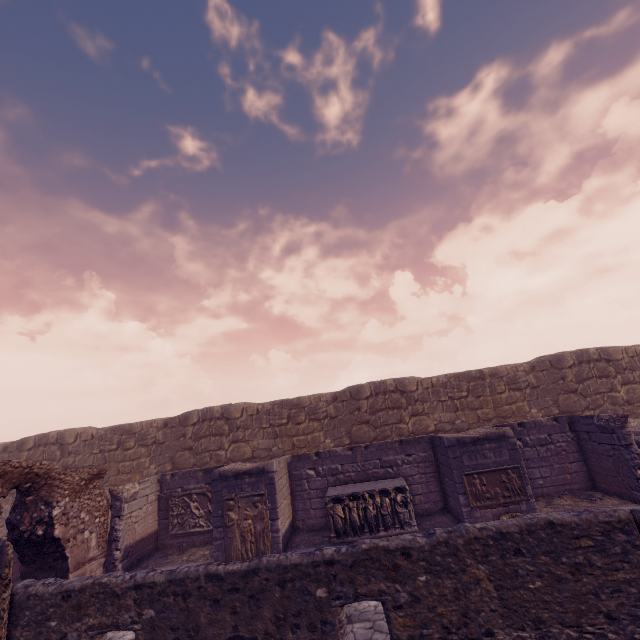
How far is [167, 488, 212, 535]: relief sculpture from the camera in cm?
1059

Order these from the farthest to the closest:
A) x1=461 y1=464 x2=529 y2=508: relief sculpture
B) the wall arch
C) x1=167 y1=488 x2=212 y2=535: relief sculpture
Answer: x1=167 y1=488 x2=212 y2=535: relief sculpture → x1=461 y1=464 x2=529 y2=508: relief sculpture → the wall arch

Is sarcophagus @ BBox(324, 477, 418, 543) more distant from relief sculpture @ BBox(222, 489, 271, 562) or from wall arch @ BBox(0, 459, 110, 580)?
wall arch @ BBox(0, 459, 110, 580)

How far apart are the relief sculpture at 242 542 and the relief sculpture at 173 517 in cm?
177

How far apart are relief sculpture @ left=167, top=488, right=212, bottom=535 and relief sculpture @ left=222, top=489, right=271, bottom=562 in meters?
1.8 m

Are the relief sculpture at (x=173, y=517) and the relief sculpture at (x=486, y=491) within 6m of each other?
no

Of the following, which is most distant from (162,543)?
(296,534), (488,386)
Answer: (488,386)

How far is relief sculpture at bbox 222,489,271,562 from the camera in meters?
8.8 m
